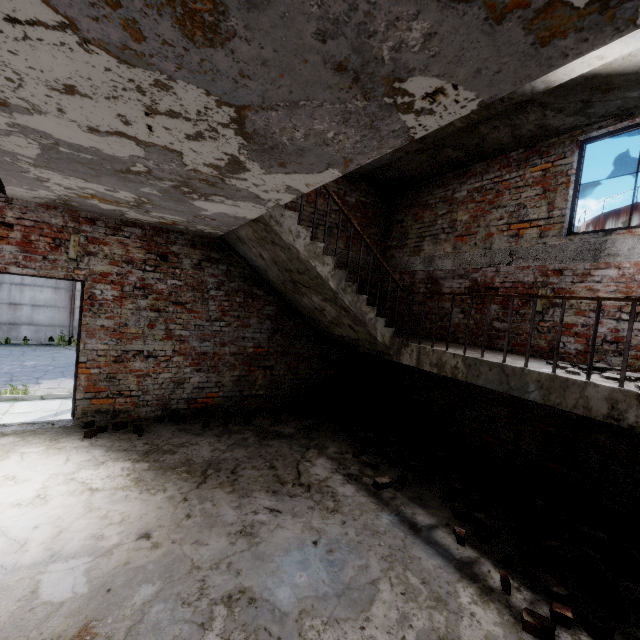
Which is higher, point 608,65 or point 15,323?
point 608,65

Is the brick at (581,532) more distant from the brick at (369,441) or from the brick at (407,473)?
the brick at (369,441)

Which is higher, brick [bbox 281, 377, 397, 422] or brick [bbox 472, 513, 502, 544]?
brick [bbox 281, 377, 397, 422]

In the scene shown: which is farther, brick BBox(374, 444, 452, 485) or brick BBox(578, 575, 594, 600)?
brick BBox(374, 444, 452, 485)

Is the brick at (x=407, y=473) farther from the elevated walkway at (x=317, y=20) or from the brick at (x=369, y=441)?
the elevated walkway at (x=317, y=20)

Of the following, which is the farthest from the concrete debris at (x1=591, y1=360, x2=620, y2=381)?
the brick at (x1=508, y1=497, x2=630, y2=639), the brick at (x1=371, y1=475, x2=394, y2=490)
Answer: the brick at (x1=371, y1=475, x2=394, y2=490)

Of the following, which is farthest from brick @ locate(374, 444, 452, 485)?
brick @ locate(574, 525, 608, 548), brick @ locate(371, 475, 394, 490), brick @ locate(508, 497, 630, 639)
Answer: brick @ locate(574, 525, 608, 548)

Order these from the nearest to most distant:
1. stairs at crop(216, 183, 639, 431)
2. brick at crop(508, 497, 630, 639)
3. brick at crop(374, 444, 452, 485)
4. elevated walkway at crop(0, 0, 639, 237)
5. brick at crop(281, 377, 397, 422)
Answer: elevated walkway at crop(0, 0, 639, 237) < brick at crop(508, 497, 630, 639) < stairs at crop(216, 183, 639, 431) < brick at crop(374, 444, 452, 485) < brick at crop(281, 377, 397, 422)
